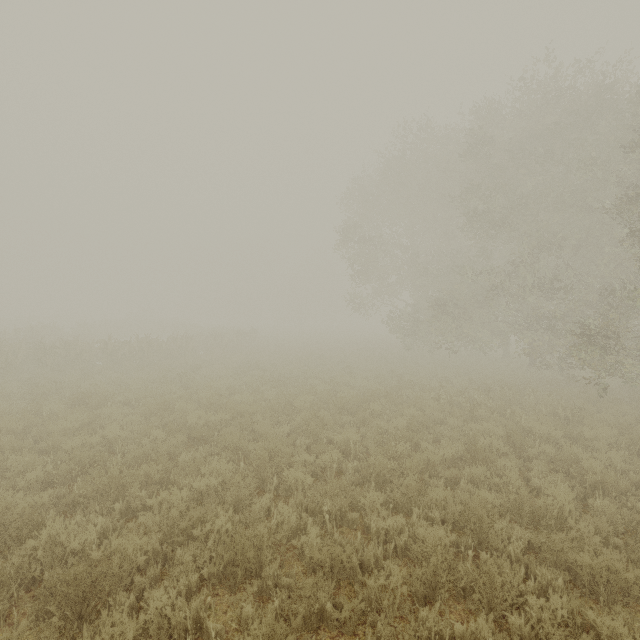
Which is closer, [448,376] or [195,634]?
[195,634]
